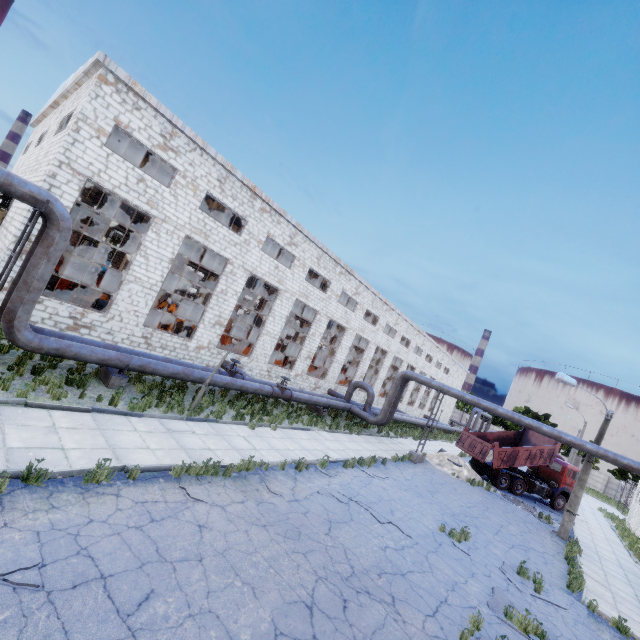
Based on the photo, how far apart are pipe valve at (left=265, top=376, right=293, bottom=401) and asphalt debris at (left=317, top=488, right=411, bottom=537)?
7.2m

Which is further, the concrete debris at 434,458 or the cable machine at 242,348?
the cable machine at 242,348

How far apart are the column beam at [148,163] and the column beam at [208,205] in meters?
4.1 m

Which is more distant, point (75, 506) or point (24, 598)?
point (75, 506)

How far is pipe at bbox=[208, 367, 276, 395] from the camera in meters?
14.9 m

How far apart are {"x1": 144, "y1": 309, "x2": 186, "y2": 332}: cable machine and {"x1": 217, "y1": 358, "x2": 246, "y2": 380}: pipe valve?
5.7m

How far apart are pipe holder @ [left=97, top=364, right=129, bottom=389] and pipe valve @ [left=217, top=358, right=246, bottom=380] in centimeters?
426cm

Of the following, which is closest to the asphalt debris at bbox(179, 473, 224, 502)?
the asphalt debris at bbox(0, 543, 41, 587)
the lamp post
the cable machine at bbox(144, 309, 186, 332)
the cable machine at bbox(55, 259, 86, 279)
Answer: the asphalt debris at bbox(0, 543, 41, 587)
